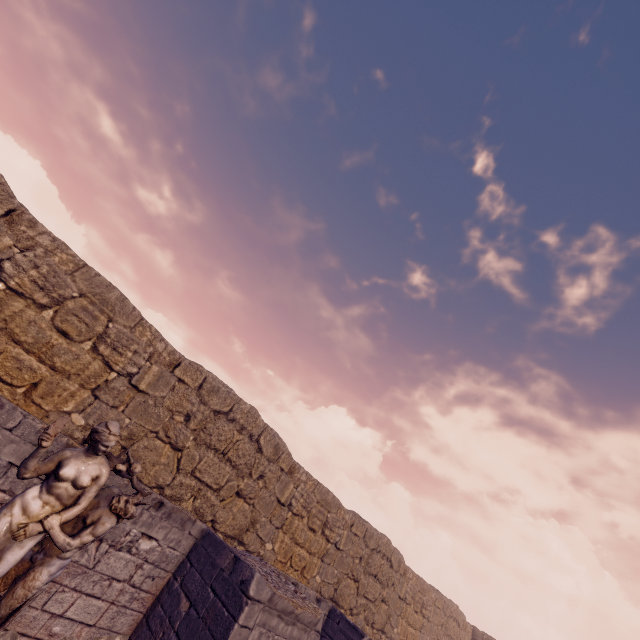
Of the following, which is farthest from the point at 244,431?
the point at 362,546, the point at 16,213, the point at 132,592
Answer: the point at 362,546
